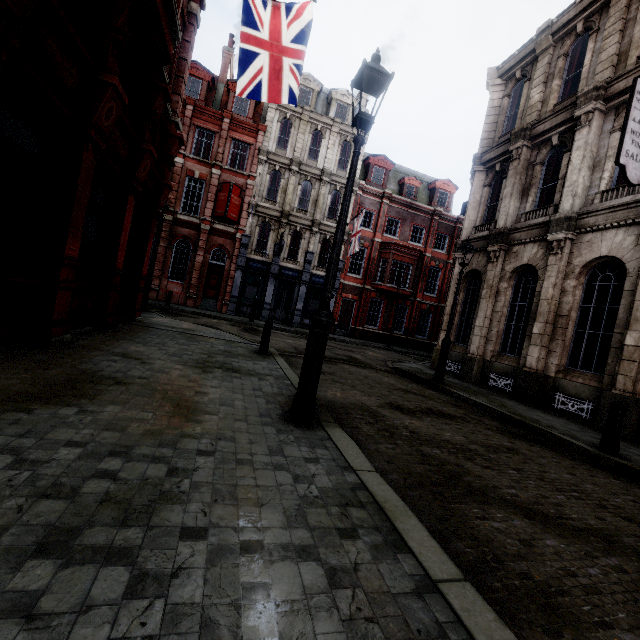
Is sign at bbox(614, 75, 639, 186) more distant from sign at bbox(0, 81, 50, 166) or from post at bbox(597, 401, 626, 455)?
sign at bbox(0, 81, 50, 166)

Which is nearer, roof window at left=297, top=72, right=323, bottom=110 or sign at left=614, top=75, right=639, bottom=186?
sign at left=614, top=75, right=639, bottom=186

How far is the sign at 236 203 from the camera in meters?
22.6

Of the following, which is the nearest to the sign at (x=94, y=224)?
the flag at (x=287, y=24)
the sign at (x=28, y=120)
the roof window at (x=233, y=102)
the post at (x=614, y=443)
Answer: the sign at (x=28, y=120)

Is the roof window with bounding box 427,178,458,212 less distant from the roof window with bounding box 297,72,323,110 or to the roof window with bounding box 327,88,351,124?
the roof window with bounding box 327,88,351,124

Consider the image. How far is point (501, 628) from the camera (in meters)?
1.66

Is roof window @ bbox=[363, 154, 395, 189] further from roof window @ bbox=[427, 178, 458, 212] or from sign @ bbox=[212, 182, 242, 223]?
sign @ bbox=[212, 182, 242, 223]

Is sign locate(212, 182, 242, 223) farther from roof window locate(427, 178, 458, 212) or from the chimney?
roof window locate(427, 178, 458, 212)
